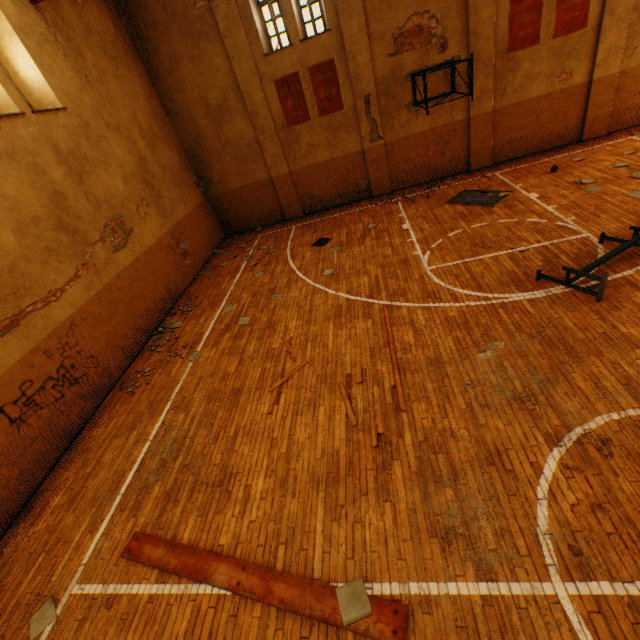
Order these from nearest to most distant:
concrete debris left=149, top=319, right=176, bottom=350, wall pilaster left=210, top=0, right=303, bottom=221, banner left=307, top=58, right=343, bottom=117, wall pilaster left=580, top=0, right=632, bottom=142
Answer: concrete debris left=149, top=319, right=176, bottom=350, wall pilaster left=580, top=0, right=632, bottom=142, wall pilaster left=210, top=0, right=303, bottom=221, banner left=307, top=58, right=343, bottom=117

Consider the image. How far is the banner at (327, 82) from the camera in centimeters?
1145cm

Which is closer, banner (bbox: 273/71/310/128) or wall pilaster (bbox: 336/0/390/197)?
wall pilaster (bbox: 336/0/390/197)

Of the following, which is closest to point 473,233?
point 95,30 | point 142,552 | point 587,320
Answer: point 587,320

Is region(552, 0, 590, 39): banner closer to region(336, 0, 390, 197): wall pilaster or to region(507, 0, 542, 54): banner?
region(507, 0, 542, 54): banner

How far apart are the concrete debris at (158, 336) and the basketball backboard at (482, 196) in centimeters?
989cm

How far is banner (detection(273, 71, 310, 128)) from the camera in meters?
11.7

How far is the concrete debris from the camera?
9.3m
